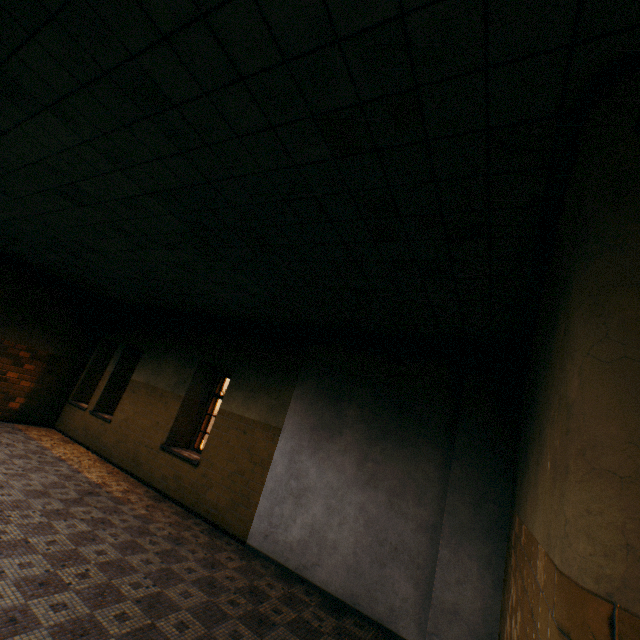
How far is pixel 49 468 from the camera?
6.3 meters
